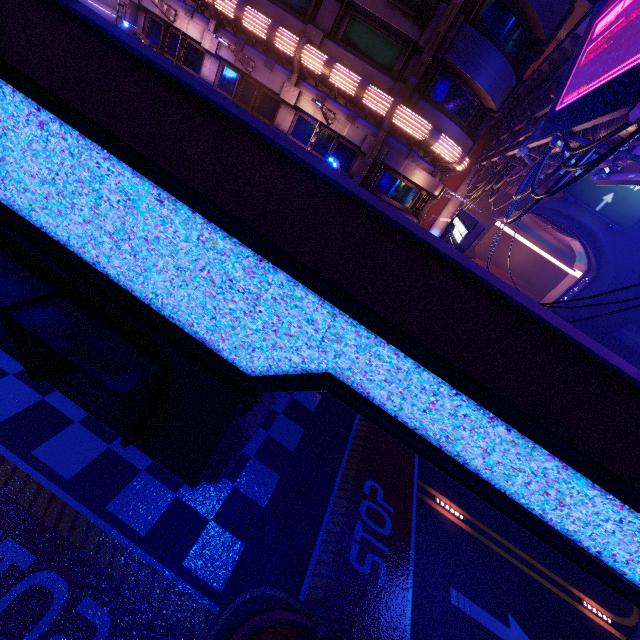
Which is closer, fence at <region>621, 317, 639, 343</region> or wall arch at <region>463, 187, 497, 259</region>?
fence at <region>621, 317, 639, 343</region>

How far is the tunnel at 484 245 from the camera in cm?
5641

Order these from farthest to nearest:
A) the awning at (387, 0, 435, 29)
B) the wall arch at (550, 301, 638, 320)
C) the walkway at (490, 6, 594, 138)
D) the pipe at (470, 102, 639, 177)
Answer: the wall arch at (550, 301, 638, 320), the walkway at (490, 6, 594, 138), the awning at (387, 0, 435, 29), the pipe at (470, 102, 639, 177)

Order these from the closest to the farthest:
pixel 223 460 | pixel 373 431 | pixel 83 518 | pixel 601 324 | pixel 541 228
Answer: pixel 223 460, pixel 83 518, pixel 373 431, pixel 601 324, pixel 541 228

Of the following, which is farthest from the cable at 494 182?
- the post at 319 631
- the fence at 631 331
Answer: the fence at 631 331

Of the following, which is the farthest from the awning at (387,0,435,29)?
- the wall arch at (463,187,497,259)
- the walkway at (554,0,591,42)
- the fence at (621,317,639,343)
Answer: the fence at (621,317,639,343)

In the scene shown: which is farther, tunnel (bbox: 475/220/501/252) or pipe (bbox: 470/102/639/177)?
tunnel (bbox: 475/220/501/252)

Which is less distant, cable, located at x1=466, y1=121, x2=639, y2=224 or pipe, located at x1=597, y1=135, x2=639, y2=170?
cable, located at x1=466, y1=121, x2=639, y2=224
